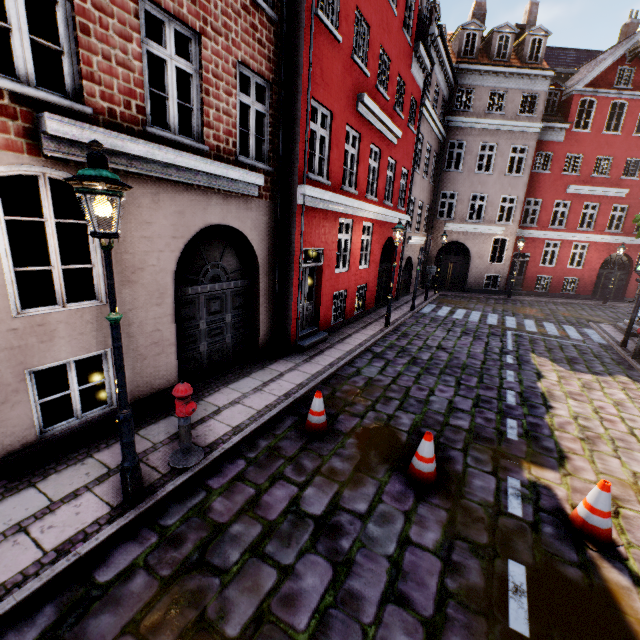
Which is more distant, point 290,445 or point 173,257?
point 173,257

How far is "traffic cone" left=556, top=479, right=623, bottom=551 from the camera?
3.9 meters

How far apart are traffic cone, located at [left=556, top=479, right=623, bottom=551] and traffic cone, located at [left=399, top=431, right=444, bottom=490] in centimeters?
144cm

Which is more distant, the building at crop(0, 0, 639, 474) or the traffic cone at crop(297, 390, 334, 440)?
the traffic cone at crop(297, 390, 334, 440)

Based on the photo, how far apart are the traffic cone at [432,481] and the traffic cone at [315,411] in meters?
1.3 m

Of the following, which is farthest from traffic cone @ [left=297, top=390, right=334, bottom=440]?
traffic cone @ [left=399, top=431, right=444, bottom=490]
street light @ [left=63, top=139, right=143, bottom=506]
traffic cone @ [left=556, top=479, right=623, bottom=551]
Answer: traffic cone @ [left=556, top=479, right=623, bottom=551]

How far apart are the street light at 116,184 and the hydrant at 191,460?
0.50m

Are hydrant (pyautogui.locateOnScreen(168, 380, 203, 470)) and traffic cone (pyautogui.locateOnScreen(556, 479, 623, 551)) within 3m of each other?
no
